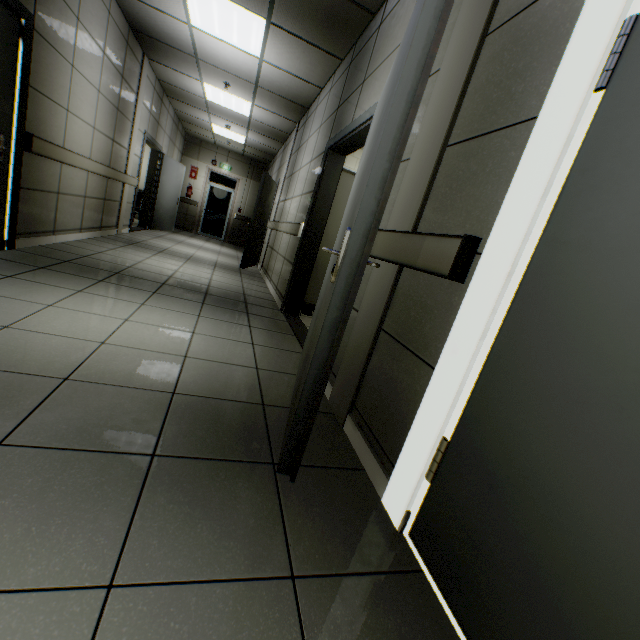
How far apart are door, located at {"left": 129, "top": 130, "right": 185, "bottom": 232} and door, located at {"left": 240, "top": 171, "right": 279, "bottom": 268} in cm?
264

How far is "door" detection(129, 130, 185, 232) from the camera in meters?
7.3

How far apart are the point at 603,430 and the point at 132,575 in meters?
1.3 m

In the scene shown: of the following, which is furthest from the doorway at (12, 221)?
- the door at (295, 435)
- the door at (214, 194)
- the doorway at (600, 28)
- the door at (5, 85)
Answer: the door at (214, 194)

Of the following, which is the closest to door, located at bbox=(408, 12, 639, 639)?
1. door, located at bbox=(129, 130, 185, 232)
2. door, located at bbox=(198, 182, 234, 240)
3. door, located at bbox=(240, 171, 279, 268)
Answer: door, located at bbox=(240, 171, 279, 268)

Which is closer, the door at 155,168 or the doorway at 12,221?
the doorway at 12,221

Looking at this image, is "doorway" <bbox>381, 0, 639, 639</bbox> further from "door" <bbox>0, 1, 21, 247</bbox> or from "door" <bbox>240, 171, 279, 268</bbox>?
"door" <bbox>240, 171, 279, 268</bbox>

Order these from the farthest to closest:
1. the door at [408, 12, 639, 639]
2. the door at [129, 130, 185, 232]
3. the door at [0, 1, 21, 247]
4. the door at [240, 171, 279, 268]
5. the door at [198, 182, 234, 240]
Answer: the door at [198, 182, 234, 240] < the door at [129, 130, 185, 232] < the door at [240, 171, 279, 268] < the door at [0, 1, 21, 247] < the door at [408, 12, 639, 639]
